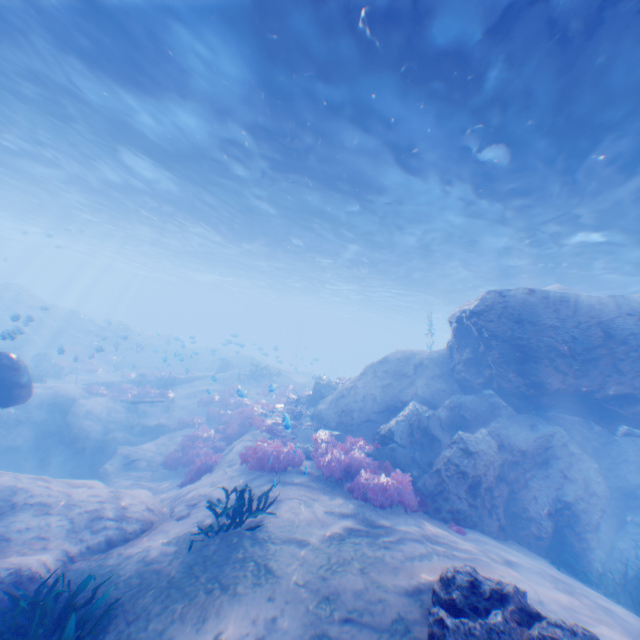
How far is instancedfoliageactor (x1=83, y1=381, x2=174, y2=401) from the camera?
19.2m

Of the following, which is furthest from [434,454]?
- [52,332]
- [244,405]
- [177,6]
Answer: [52,332]

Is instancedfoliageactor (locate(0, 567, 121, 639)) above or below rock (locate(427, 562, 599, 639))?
below

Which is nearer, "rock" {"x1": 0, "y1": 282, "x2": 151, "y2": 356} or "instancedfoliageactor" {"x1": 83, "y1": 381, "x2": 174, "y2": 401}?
"instancedfoliageactor" {"x1": 83, "y1": 381, "x2": 174, "y2": 401}

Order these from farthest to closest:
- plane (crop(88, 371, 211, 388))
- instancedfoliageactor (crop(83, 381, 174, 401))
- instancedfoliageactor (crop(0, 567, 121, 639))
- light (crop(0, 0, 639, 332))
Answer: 1. plane (crop(88, 371, 211, 388))
2. instancedfoliageactor (crop(83, 381, 174, 401))
3. light (crop(0, 0, 639, 332))
4. instancedfoliageactor (crop(0, 567, 121, 639))

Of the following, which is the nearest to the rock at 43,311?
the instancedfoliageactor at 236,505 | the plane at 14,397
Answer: the plane at 14,397

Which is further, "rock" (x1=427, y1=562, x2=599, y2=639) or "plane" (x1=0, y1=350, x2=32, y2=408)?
"plane" (x1=0, y1=350, x2=32, y2=408)

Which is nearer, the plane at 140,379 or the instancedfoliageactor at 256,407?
Result: the instancedfoliageactor at 256,407
